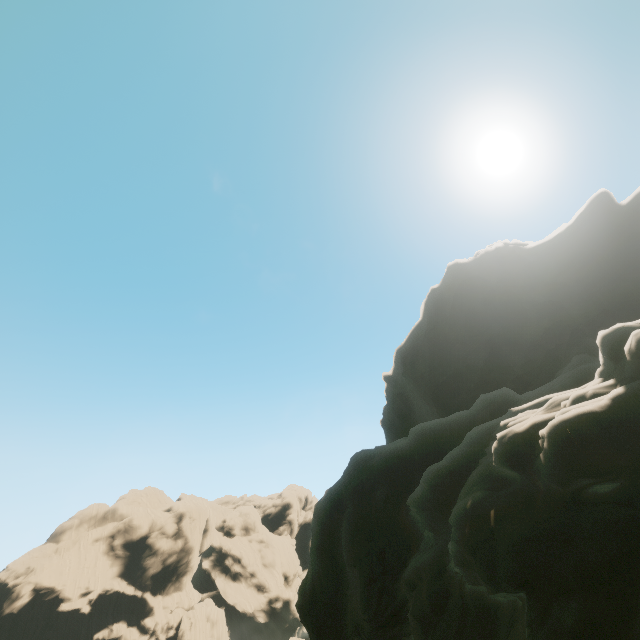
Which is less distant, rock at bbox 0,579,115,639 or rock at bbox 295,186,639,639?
rock at bbox 295,186,639,639

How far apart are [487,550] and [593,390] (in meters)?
5.75

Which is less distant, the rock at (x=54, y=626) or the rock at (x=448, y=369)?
the rock at (x=448, y=369)
